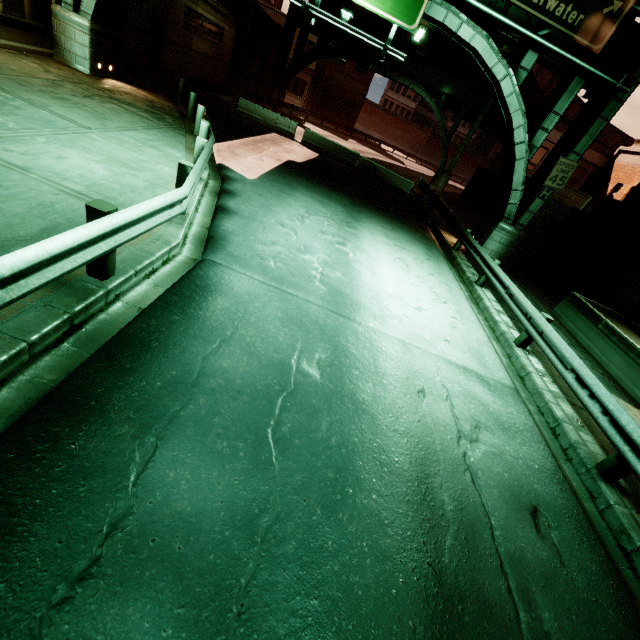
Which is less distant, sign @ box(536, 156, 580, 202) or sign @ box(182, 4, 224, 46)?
sign @ box(536, 156, 580, 202)

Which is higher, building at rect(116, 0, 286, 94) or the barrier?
building at rect(116, 0, 286, 94)

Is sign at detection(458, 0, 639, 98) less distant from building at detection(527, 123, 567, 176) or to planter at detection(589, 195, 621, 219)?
planter at detection(589, 195, 621, 219)

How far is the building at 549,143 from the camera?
29.73m

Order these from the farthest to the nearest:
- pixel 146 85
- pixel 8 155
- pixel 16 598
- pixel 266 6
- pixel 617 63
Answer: pixel 266 6 → pixel 146 85 → pixel 617 63 → pixel 8 155 → pixel 16 598

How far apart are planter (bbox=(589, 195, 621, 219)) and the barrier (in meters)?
18.18

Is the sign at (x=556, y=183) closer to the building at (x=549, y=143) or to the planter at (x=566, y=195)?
Result: the planter at (x=566, y=195)

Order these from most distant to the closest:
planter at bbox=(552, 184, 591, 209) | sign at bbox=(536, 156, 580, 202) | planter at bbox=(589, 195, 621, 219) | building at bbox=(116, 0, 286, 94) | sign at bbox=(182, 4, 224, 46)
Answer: planter at bbox=(552, 184, 591, 209), sign at bbox=(182, 4, 224, 46), building at bbox=(116, 0, 286, 94), planter at bbox=(589, 195, 621, 219), sign at bbox=(536, 156, 580, 202)
